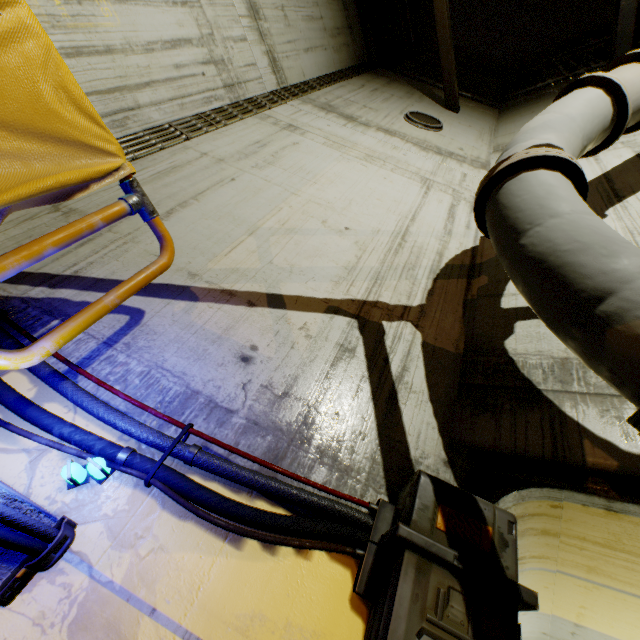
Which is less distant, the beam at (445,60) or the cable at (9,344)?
the cable at (9,344)

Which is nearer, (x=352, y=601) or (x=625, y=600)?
(x=352, y=601)

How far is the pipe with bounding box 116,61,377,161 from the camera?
3.52m

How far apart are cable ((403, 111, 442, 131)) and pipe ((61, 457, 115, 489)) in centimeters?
723cm

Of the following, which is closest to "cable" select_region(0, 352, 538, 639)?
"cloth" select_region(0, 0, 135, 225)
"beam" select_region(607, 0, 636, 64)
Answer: "cloth" select_region(0, 0, 135, 225)

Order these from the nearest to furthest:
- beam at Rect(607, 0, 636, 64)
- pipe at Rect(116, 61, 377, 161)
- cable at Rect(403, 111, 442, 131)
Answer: pipe at Rect(116, 61, 377, 161)
beam at Rect(607, 0, 636, 64)
cable at Rect(403, 111, 442, 131)

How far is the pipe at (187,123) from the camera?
3.52m

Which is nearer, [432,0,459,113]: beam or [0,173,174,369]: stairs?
[0,173,174,369]: stairs
